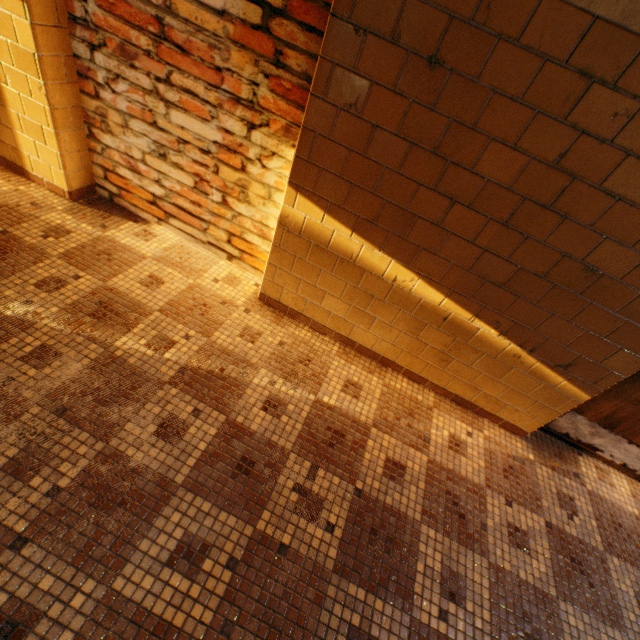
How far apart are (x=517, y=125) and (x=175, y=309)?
2.2 meters
